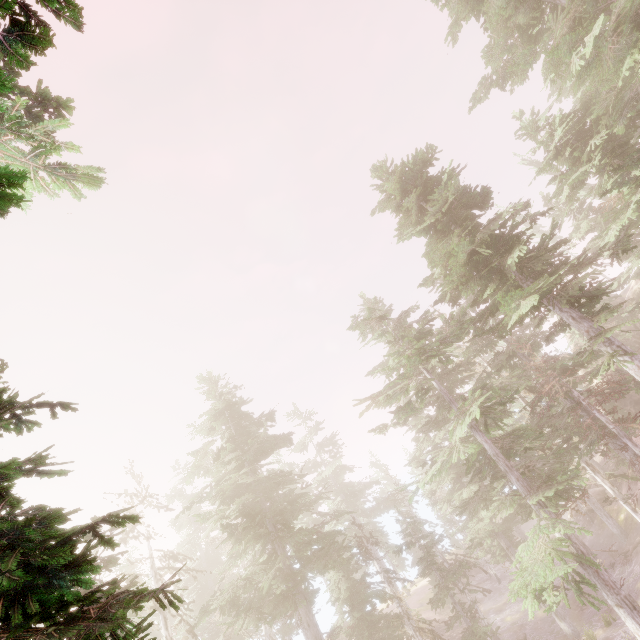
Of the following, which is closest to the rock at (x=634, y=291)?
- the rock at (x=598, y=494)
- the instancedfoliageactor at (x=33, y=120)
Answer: the instancedfoliageactor at (x=33, y=120)

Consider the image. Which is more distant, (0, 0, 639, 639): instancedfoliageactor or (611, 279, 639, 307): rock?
(611, 279, 639, 307): rock

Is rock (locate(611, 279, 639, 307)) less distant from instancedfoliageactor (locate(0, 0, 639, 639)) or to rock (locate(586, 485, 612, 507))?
instancedfoliageactor (locate(0, 0, 639, 639))

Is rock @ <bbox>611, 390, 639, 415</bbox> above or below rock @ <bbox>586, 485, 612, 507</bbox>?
above

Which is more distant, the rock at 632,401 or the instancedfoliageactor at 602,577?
the rock at 632,401

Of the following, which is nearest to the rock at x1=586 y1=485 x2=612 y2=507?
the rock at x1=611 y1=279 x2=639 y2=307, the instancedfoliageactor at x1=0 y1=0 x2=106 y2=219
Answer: the instancedfoliageactor at x1=0 y1=0 x2=106 y2=219

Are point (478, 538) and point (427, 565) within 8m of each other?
yes

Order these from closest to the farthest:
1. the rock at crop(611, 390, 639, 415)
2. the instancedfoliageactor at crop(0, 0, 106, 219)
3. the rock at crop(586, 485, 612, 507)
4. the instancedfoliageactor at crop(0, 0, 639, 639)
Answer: the instancedfoliageactor at crop(0, 0, 106, 219), the instancedfoliageactor at crop(0, 0, 639, 639), the rock at crop(586, 485, 612, 507), the rock at crop(611, 390, 639, 415)
